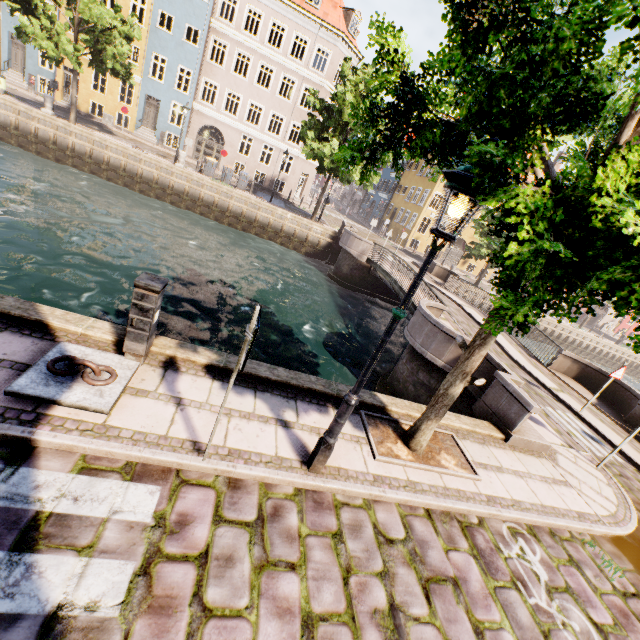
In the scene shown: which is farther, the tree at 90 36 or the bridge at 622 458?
the tree at 90 36

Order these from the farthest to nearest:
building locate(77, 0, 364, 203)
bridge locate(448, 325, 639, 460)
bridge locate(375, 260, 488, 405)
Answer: building locate(77, 0, 364, 203), bridge locate(375, 260, 488, 405), bridge locate(448, 325, 639, 460)

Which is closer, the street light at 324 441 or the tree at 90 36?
the street light at 324 441

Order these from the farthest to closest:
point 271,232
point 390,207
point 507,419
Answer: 1. point 390,207
2. point 271,232
3. point 507,419

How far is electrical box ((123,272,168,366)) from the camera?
4.0m

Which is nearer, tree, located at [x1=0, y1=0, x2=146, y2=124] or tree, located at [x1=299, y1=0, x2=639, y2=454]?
tree, located at [x1=299, y1=0, x2=639, y2=454]

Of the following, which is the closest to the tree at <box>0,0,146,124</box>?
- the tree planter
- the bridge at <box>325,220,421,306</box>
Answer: the tree planter

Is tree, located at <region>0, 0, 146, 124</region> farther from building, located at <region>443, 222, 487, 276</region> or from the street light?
building, located at <region>443, 222, 487, 276</region>
